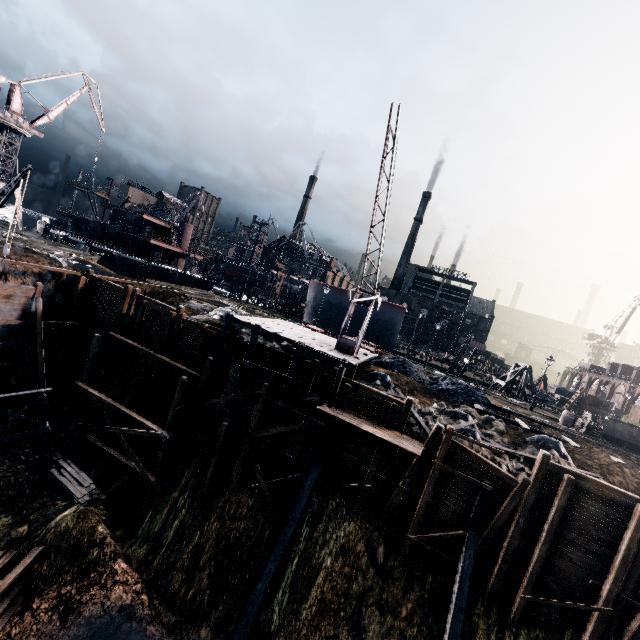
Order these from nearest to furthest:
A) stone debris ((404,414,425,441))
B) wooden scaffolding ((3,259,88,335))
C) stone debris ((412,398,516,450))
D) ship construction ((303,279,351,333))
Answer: stone debris ((404,414,425,441)) < stone debris ((412,398,516,450)) < wooden scaffolding ((3,259,88,335)) < ship construction ((303,279,351,333))

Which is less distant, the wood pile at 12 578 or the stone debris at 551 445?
the wood pile at 12 578

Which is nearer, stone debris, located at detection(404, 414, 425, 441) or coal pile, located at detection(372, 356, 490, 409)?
stone debris, located at detection(404, 414, 425, 441)

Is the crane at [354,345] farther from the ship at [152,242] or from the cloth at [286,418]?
the ship at [152,242]

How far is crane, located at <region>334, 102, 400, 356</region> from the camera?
15.11m

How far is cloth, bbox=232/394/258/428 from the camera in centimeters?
2044cm

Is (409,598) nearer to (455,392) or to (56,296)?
(455,392)

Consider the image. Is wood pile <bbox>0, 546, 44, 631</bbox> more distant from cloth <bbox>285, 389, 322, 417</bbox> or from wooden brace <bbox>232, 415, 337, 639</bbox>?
cloth <bbox>285, 389, 322, 417</bbox>
